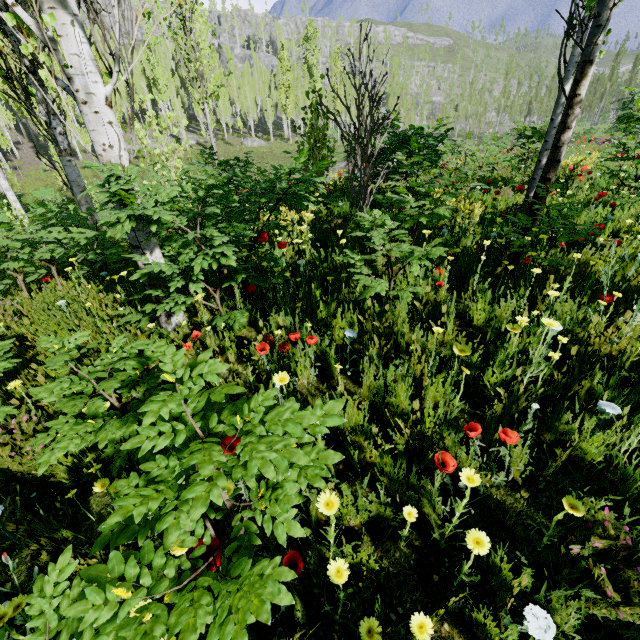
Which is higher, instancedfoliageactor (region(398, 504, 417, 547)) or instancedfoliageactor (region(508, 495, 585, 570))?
instancedfoliageactor (region(508, 495, 585, 570))

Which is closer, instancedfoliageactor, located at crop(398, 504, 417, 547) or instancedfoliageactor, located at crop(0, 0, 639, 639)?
instancedfoliageactor, located at crop(0, 0, 639, 639)

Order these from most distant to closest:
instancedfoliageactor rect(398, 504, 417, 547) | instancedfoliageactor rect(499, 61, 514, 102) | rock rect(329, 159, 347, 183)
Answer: instancedfoliageactor rect(499, 61, 514, 102), rock rect(329, 159, 347, 183), instancedfoliageactor rect(398, 504, 417, 547)

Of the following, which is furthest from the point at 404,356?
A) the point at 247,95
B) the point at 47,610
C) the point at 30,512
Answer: the point at 247,95

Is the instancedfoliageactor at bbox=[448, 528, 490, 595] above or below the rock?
above

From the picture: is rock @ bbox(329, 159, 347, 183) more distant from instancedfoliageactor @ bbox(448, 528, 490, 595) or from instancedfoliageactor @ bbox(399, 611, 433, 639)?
instancedfoliageactor @ bbox(399, 611, 433, 639)

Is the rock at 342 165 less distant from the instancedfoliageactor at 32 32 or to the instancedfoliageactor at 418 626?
the instancedfoliageactor at 32 32
